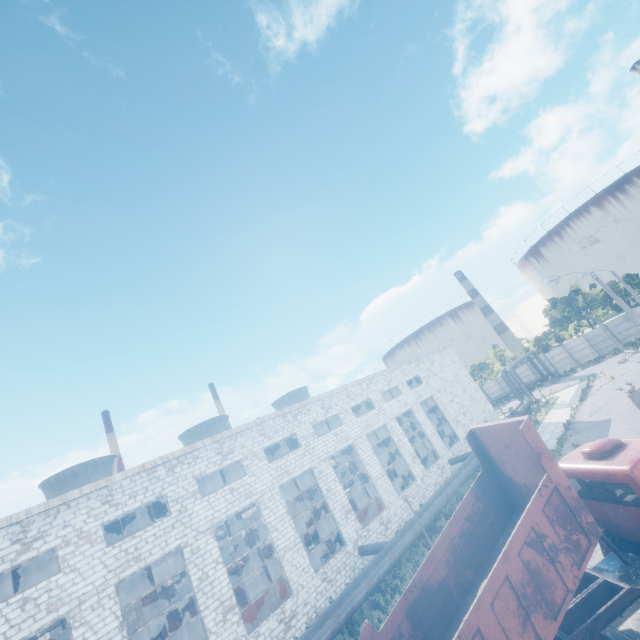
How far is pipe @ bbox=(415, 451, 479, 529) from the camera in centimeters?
2003cm

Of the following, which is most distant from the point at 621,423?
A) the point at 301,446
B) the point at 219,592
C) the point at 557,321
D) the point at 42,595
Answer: the point at 557,321

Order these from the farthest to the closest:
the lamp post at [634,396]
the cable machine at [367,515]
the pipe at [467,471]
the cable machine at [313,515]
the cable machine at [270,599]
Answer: the cable machine at [313,515], the cable machine at [367,515], the pipe at [467,471], the cable machine at [270,599], the lamp post at [634,396]

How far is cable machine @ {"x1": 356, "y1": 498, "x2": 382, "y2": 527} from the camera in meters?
25.2

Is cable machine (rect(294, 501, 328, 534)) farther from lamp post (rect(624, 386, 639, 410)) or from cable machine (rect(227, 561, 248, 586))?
lamp post (rect(624, 386, 639, 410))

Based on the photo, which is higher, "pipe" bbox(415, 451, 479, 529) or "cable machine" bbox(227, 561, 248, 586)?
"cable machine" bbox(227, 561, 248, 586)

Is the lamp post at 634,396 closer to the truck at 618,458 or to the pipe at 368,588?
the truck at 618,458
